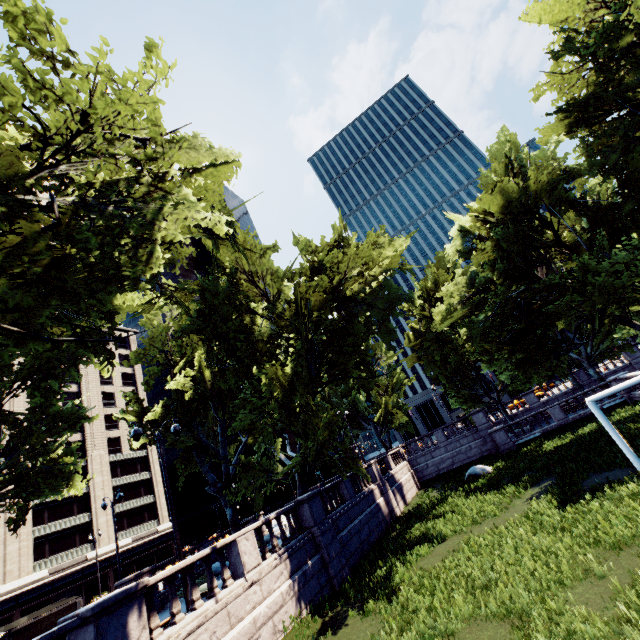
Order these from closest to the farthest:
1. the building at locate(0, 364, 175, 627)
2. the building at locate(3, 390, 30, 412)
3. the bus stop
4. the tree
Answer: the tree, the bus stop, the building at locate(0, 364, 175, 627), the building at locate(3, 390, 30, 412)

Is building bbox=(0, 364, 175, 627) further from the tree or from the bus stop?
the bus stop

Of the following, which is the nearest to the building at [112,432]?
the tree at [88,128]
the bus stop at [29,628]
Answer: the tree at [88,128]

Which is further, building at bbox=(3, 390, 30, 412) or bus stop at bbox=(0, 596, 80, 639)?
building at bbox=(3, 390, 30, 412)

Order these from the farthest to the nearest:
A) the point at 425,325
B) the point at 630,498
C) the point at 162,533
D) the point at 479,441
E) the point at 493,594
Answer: the point at 162,533
the point at 425,325
the point at 479,441
the point at 630,498
the point at 493,594
